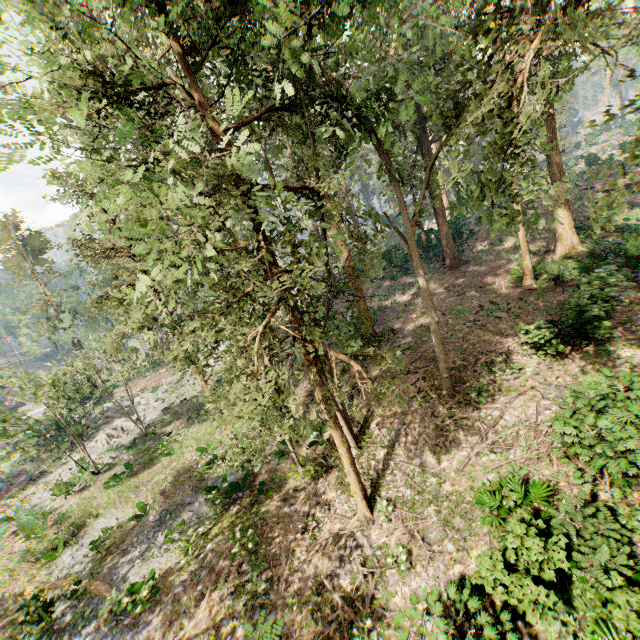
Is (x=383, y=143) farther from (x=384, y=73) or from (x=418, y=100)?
(x=384, y=73)

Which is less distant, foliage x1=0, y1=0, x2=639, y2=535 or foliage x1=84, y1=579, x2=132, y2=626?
foliage x1=0, y1=0, x2=639, y2=535

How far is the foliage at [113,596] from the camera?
12.4 meters

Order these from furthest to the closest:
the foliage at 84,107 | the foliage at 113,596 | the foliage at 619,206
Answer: the foliage at 113,596, the foliage at 84,107, the foliage at 619,206

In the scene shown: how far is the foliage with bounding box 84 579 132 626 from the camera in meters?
12.4 m

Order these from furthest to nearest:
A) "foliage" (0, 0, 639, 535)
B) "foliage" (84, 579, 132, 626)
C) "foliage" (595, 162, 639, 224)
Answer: "foliage" (84, 579, 132, 626)
"foliage" (0, 0, 639, 535)
"foliage" (595, 162, 639, 224)
